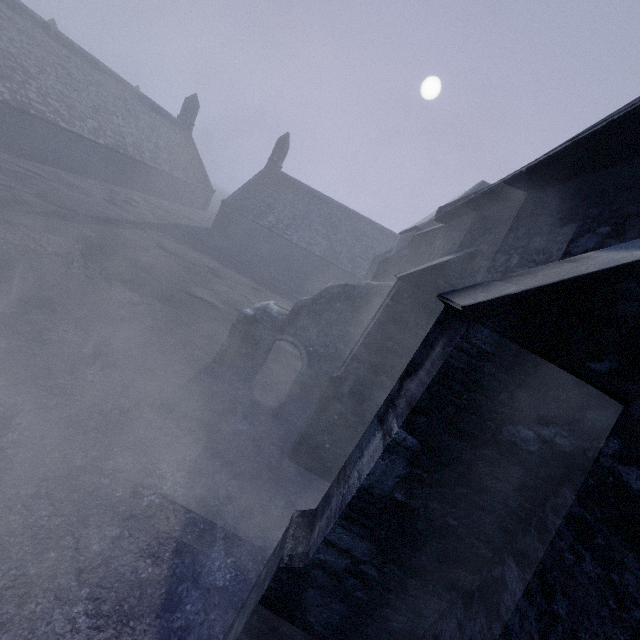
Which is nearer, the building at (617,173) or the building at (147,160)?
the building at (617,173)

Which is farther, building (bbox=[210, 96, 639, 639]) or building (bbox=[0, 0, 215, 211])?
building (bbox=[0, 0, 215, 211])

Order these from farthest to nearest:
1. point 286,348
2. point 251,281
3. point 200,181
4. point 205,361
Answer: point 200,181 → point 251,281 → point 286,348 → point 205,361
